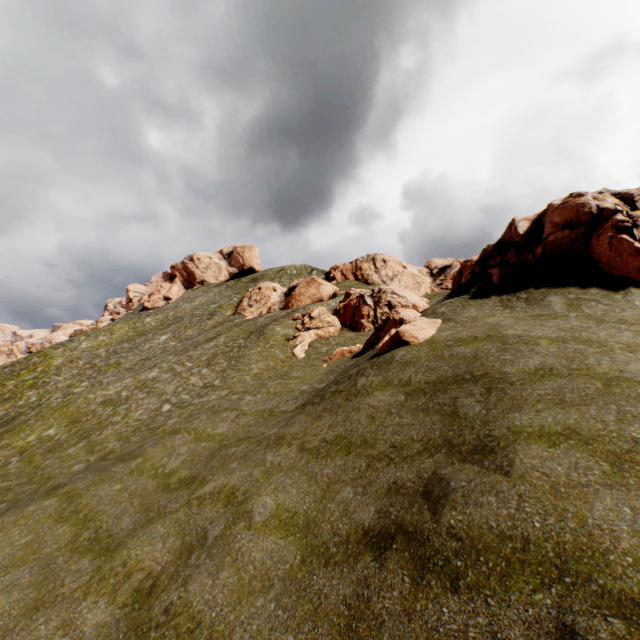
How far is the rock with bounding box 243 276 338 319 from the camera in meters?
51.8

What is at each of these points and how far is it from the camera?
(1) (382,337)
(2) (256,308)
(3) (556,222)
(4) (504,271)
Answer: (1) rock, 24.1 meters
(2) rock, 59.6 meters
(3) rock, 18.4 meters
(4) rock, 20.2 meters

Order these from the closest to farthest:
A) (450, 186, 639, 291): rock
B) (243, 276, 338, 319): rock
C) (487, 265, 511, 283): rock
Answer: (450, 186, 639, 291): rock, (487, 265, 511, 283): rock, (243, 276, 338, 319): rock

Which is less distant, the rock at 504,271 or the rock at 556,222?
the rock at 556,222

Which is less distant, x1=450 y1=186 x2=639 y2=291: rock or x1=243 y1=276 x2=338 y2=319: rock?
x1=450 y1=186 x2=639 y2=291: rock

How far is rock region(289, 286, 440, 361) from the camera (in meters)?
17.41

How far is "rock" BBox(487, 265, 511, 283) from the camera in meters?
19.9

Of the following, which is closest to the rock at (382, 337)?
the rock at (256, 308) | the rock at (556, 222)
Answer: the rock at (556, 222)
